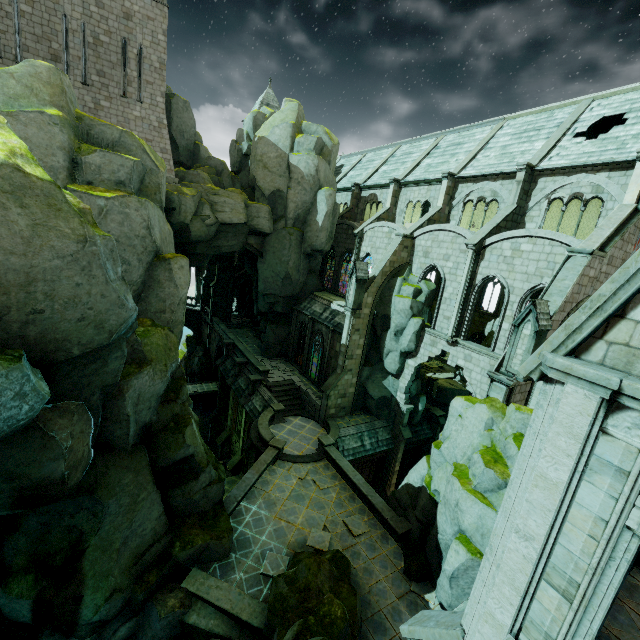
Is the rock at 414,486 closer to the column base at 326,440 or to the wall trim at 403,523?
the wall trim at 403,523

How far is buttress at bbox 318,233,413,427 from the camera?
23.9 meters

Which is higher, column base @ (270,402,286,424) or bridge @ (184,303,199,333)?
column base @ (270,402,286,424)

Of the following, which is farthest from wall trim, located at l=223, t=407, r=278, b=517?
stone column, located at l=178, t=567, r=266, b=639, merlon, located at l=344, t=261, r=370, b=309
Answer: merlon, located at l=344, t=261, r=370, b=309

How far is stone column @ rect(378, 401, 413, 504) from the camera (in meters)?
25.19

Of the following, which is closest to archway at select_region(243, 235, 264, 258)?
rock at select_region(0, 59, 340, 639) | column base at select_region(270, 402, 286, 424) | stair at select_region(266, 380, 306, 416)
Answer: rock at select_region(0, 59, 340, 639)

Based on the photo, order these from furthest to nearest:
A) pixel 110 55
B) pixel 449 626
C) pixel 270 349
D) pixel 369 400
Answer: pixel 270 349, pixel 369 400, pixel 110 55, pixel 449 626

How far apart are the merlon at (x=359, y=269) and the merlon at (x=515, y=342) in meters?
11.0 m
